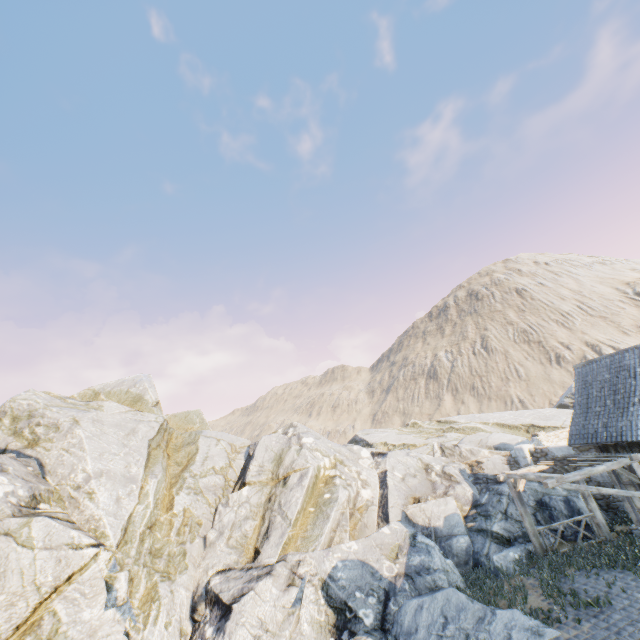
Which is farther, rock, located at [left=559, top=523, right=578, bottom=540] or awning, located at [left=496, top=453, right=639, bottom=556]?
rock, located at [left=559, top=523, right=578, bottom=540]

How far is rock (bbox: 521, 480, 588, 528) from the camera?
13.6 meters

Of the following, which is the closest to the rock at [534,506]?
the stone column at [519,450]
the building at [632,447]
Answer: the stone column at [519,450]

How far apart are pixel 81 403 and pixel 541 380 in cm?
6645

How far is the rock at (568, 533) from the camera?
12.9 meters

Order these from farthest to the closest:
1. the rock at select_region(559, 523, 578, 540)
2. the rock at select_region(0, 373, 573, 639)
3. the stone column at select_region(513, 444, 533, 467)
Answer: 1. the stone column at select_region(513, 444, 533, 467)
2. the rock at select_region(559, 523, 578, 540)
3. the rock at select_region(0, 373, 573, 639)

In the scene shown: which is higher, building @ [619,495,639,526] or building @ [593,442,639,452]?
building @ [593,442,639,452]

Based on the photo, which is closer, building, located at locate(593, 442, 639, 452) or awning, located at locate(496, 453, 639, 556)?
awning, located at locate(496, 453, 639, 556)
